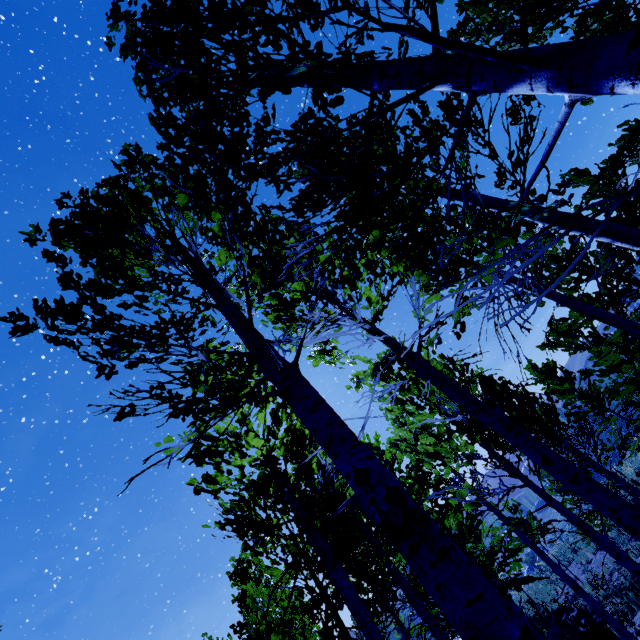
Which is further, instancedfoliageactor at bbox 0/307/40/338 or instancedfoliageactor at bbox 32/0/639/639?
instancedfoliageactor at bbox 0/307/40/338

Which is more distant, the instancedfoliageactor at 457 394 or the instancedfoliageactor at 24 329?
the instancedfoliageactor at 24 329

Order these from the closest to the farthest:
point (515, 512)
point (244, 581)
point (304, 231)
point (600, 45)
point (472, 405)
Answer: point (600, 45)
point (304, 231)
point (472, 405)
point (244, 581)
point (515, 512)
